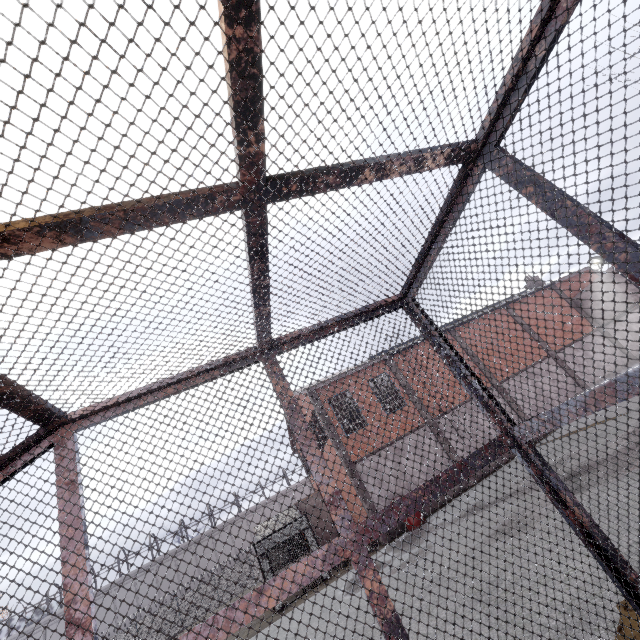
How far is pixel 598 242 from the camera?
1.6 meters
